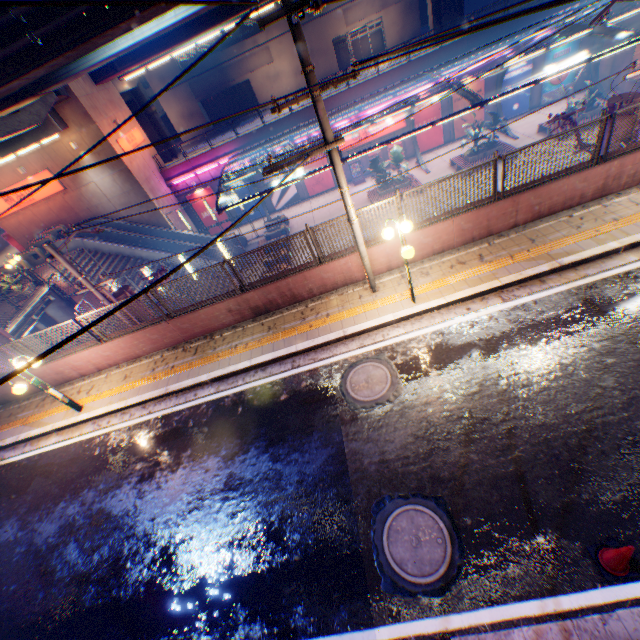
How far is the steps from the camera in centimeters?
2253cm

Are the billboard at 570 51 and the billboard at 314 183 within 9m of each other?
no

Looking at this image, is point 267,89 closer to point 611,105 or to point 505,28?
point 505,28

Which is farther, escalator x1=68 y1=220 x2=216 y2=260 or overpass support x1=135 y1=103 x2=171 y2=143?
overpass support x1=135 y1=103 x2=171 y2=143

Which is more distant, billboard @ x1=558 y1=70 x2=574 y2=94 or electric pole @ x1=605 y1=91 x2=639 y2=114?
billboard @ x1=558 y1=70 x2=574 y2=94

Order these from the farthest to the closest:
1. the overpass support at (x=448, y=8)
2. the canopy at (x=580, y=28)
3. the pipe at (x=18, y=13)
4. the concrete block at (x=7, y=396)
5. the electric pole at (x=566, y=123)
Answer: the overpass support at (x=448, y=8), the canopy at (x=580, y=28), the electric pole at (x=566, y=123), the concrete block at (x=7, y=396), the pipe at (x=18, y=13)

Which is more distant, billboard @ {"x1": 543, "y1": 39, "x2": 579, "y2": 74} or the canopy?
billboard @ {"x1": 543, "y1": 39, "x2": 579, "y2": 74}

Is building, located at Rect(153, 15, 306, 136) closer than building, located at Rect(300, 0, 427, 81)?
No
